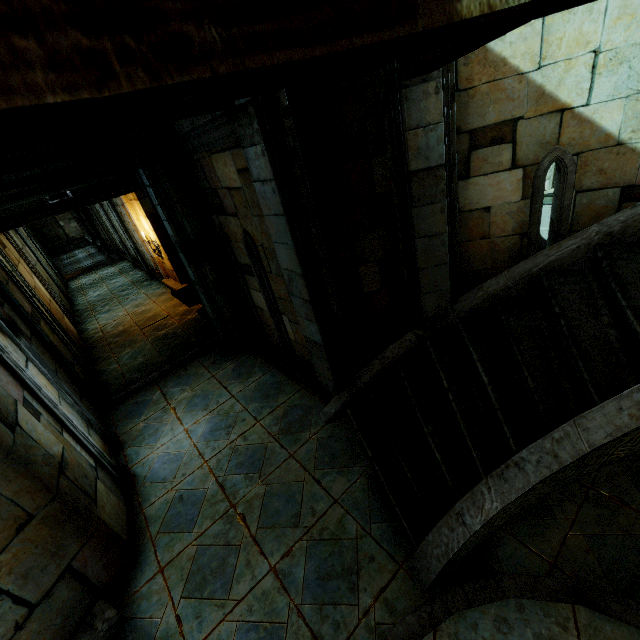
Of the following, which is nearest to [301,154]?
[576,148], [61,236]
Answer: [576,148]

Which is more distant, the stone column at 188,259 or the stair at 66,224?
the stair at 66,224

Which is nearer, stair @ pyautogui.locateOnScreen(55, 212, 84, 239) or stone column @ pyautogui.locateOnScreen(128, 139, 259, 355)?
stone column @ pyautogui.locateOnScreen(128, 139, 259, 355)

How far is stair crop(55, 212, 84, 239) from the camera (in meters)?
28.80

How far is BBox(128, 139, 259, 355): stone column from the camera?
5.08m

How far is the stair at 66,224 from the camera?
28.8 meters
